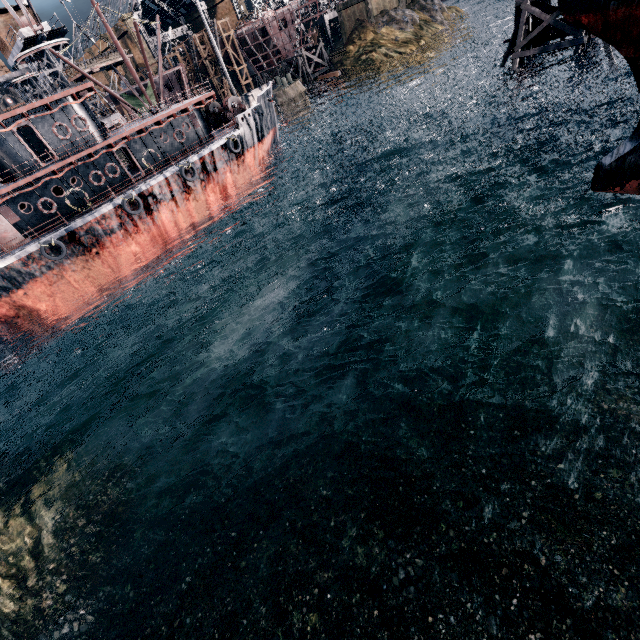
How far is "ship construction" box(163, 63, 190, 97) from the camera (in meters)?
57.95

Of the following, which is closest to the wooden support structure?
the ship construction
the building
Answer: the building

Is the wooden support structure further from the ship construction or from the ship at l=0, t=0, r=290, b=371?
the ship construction

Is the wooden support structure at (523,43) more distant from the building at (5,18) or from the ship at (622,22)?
the building at (5,18)

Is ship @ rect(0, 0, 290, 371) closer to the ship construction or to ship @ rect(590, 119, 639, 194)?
ship @ rect(590, 119, 639, 194)

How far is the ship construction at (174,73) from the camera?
57.95m

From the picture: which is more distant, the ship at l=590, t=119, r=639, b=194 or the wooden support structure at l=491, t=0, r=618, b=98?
the wooden support structure at l=491, t=0, r=618, b=98

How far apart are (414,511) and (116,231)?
29.3m
